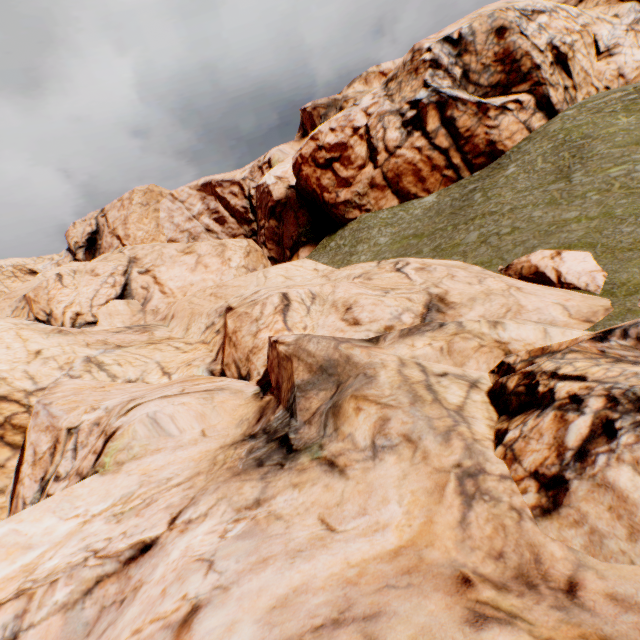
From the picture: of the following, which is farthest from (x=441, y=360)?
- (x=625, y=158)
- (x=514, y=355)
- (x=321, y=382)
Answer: (x=625, y=158)
